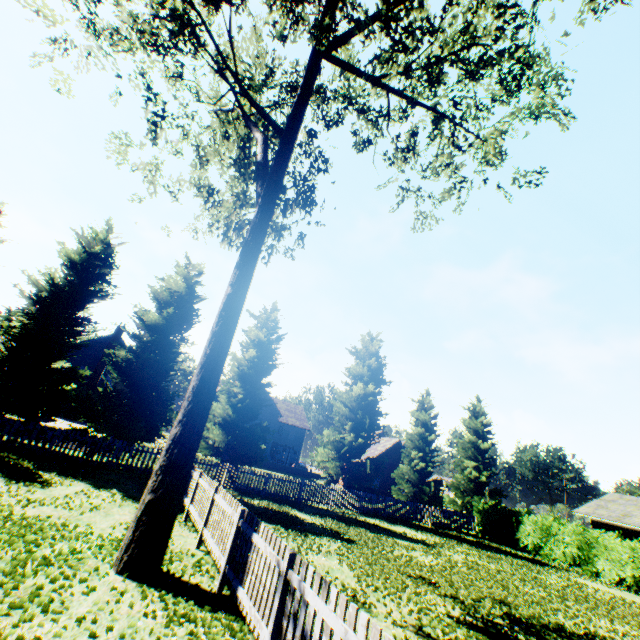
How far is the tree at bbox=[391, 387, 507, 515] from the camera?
26.9 meters

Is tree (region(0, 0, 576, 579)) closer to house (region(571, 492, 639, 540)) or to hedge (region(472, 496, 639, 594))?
house (region(571, 492, 639, 540))

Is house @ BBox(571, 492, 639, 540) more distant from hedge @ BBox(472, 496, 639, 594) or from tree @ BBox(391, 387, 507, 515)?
tree @ BBox(391, 387, 507, 515)

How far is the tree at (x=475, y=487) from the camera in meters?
26.9

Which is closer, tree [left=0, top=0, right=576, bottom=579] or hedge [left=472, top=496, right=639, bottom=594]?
Result: tree [left=0, top=0, right=576, bottom=579]

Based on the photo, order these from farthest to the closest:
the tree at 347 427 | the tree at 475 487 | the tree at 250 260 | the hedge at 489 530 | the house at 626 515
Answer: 1. the tree at 475 487
2. the tree at 347 427
3. the house at 626 515
4. the hedge at 489 530
5. the tree at 250 260

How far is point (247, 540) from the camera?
6.1 meters

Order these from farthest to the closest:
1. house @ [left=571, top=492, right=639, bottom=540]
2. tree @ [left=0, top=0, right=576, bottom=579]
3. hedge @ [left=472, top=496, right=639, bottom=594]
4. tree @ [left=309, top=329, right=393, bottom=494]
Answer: tree @ [left=309, top=329, right=393, bottom=494]
house @ [left=571, top=492, right=639, bottom=540]
hedge @ [left=472, top=496, right=639, bottom=594]
tree @ [left=0, top=0, right=576, bottom=579]
